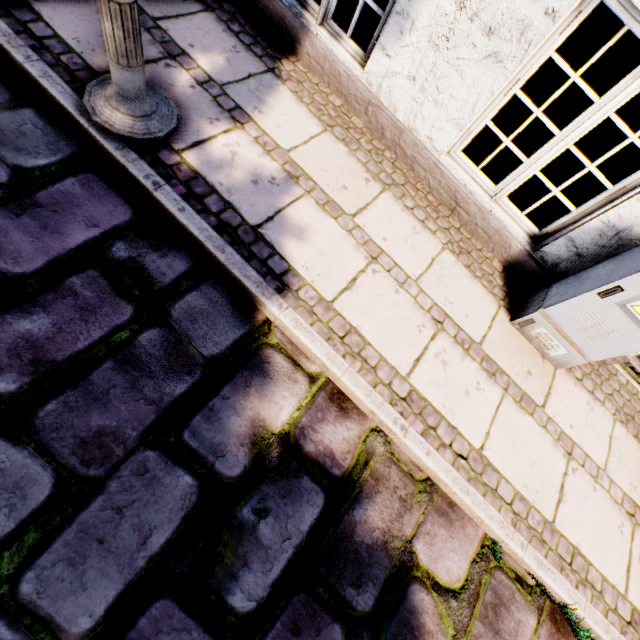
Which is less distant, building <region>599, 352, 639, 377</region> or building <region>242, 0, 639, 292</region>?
building <region>242, 0, 639, 292</region>

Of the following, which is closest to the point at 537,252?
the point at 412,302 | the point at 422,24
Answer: the point at 412,302

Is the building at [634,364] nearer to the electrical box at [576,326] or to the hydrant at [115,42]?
the electrical box at [576,326]

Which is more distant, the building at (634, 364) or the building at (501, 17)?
the building at (634, 364)

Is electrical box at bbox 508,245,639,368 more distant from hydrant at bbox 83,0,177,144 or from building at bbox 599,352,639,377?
hydrant at bbox 83,0,177,144

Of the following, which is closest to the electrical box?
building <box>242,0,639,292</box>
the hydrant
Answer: building <box>242,0,639,292</box>
